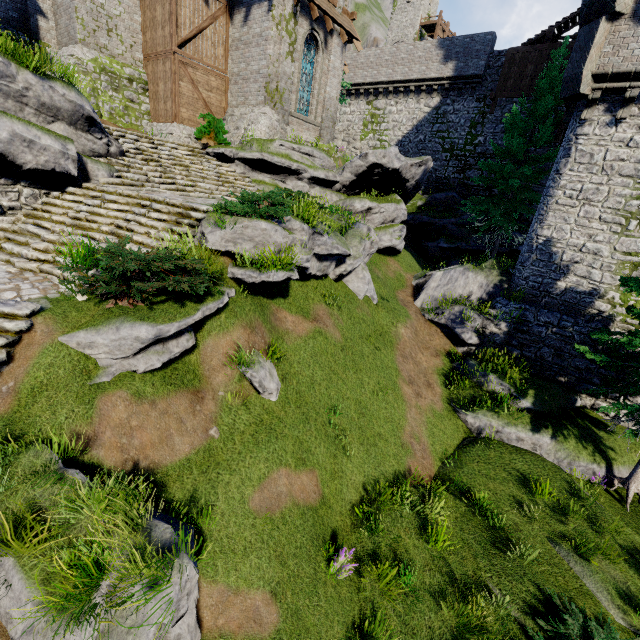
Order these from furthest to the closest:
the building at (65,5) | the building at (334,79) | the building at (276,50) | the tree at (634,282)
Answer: the building at (334,79) < the building at (276,50) < the building at (65,5) < the tree at (634,282)

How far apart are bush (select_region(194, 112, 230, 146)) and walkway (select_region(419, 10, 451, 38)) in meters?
48.0

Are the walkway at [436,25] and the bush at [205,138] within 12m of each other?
no

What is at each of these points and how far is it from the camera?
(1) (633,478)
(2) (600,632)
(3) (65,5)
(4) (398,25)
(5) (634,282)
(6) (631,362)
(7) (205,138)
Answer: (1) tree, 9.8 meters
(2) bush, 6.2 meters
(3) building, 14.6 meters
(4) building tower, 47.4 meters
(5) tree, 9.6 meters
(6) tree, 9.9 meters
(7) bush, 15.6 meters

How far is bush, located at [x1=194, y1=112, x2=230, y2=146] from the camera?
15.24m

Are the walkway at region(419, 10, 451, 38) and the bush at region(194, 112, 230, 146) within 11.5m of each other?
no

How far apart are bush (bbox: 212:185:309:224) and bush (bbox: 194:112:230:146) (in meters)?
7.55

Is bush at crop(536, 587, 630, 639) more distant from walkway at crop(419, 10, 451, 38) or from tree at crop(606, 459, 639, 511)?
walkway at crop(419, 10, 451, 38)
